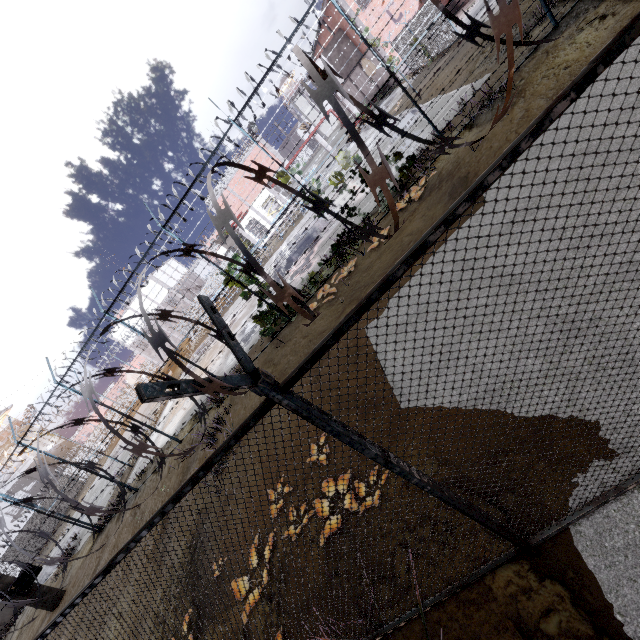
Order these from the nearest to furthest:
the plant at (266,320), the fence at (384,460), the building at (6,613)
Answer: the fence at (384,460), the plant at (266,320), the building at (6,613)

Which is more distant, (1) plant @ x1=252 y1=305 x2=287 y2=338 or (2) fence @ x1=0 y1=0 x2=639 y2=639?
(1) plant @ x1=252 y1=305 x2=287 y2=338

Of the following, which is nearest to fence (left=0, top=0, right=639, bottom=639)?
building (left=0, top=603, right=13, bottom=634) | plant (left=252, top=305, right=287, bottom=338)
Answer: plant (left=252, top=305, right=287, bottom=338)

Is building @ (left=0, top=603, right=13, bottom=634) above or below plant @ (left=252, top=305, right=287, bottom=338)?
below

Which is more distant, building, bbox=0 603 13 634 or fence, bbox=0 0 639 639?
building, bbox=0 603 13 634

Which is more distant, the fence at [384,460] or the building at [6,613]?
the building at [6,613]

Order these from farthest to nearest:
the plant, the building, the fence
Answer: the building → the plant → the fence

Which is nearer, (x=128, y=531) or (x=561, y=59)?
(x=561, y=59)
